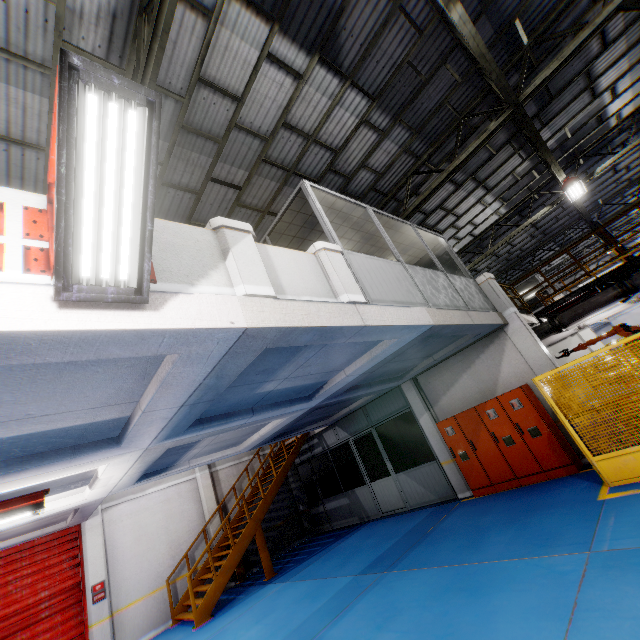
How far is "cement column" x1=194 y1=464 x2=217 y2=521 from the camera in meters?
12.5 m

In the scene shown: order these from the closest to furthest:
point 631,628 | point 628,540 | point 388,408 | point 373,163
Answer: point 631,628 < point 628,540 < point 373,163 < point 388,408

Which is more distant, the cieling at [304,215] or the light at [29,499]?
the cieling at [304,215]

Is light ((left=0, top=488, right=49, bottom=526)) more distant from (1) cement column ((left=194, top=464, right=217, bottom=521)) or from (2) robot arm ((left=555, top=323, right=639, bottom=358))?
(2) robot arm ((left=555, top=323, right=639, bottom=358))

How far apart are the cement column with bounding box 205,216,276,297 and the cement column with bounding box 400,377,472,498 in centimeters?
836cm

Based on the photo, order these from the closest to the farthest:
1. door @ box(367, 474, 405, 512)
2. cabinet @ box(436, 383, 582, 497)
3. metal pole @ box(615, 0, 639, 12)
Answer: metal pole @ box(615, 0, 639, 12) < cabinet @ box(436, 383, 582, 497) < door @ box(367, 474, 405, 512)

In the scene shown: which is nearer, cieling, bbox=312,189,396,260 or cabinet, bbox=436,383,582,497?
cieling, bbox=312,189,396,260

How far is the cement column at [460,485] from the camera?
9.8m
